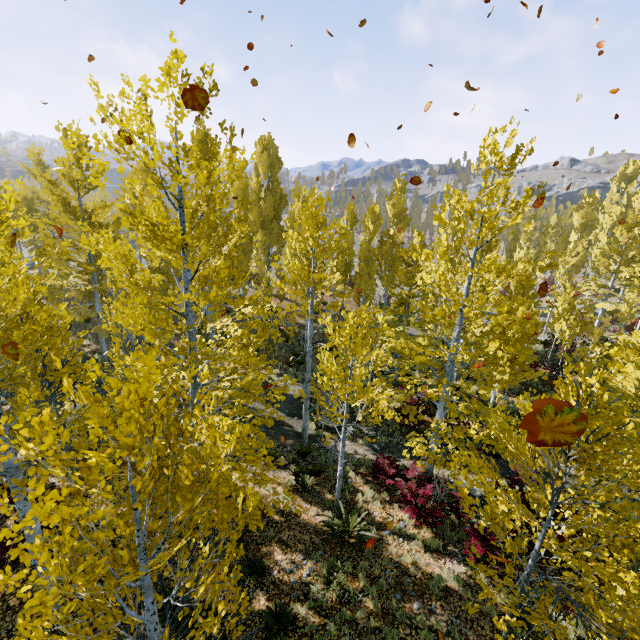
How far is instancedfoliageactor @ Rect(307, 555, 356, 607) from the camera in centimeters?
763cm

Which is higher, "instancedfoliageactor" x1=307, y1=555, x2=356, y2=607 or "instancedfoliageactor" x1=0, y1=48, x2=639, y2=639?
"instancedfoliageactor" x1=0, y1=48, x2=639, y2=639

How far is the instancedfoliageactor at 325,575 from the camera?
7.6m

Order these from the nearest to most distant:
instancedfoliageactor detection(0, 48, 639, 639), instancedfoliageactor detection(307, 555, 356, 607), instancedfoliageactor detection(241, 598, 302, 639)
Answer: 1. instancedfoliageactor detection(0, 48, 639, 639)
2. instancedfoliageactor detection(241, 598, 302, 639)
3. instancedfoliageactor detection(307, 555, 356, 607)

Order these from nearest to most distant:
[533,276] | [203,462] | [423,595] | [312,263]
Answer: [203,462], [423,595], [312,263], [533,276]

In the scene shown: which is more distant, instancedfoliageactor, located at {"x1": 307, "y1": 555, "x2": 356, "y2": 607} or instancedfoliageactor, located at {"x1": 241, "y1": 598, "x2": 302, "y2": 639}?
instancedfoliageactor, located at {"x1": 307, "y1": 555, "x2": 356, "y2": 607}

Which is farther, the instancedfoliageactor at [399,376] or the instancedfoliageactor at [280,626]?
the instancedfoliageactor at [280,626]
